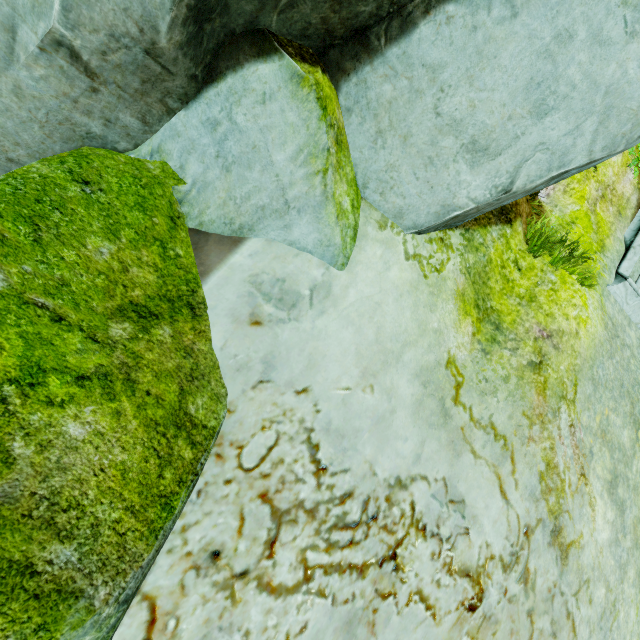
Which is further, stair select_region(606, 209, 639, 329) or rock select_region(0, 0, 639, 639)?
stair select_region(606, 209, 639, 329)

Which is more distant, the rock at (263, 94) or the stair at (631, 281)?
the stair at (631, 281)

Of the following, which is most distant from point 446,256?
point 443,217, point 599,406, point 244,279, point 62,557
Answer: point 62,557
